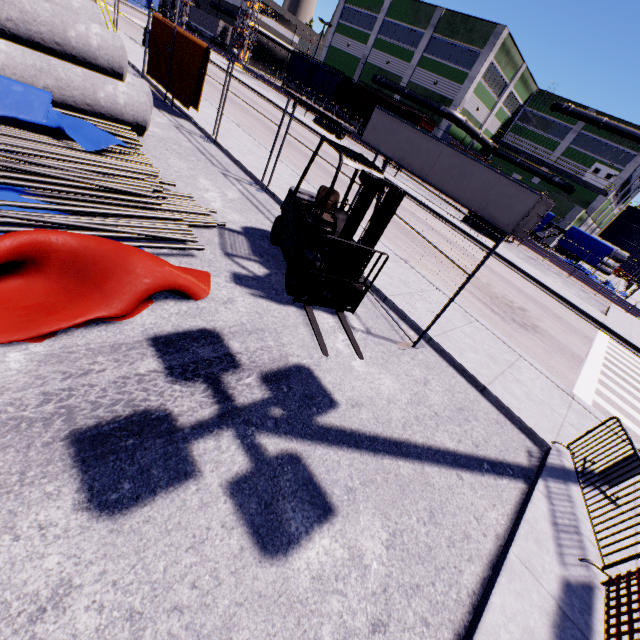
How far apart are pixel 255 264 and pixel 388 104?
43.38m

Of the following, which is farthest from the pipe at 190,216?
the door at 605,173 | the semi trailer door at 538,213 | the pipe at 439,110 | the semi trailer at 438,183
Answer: the door at 605,173

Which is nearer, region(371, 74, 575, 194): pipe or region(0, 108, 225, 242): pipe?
region(0, 108, 225, 242): pipe

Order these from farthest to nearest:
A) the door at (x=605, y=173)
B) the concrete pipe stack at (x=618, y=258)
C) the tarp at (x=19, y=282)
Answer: the concrete pipe stack at (x=618, y=258) < the door at (x=605, y=173) < the tarp at (x=19, y=282)

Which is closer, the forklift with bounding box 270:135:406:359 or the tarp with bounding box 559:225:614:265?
the forklift with bounding box 270:135:406:359

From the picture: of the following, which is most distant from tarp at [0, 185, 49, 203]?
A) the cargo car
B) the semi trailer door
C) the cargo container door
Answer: the cargo container door

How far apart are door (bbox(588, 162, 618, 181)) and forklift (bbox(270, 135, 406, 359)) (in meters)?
50.85

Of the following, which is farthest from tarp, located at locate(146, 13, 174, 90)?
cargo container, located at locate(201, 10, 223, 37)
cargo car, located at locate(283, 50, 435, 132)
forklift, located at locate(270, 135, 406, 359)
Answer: cargo container, located at locate(201, 10, 223, 37)
